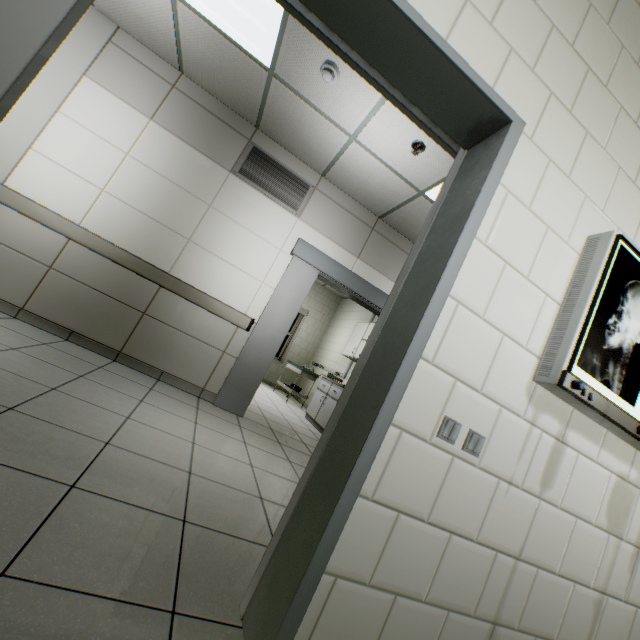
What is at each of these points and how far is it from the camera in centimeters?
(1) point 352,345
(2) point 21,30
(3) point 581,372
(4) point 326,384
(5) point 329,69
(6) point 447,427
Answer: (1) cabinet, 663cm
(2) doorway, 93cm
(3) negatoscope, 125cm
(4) laboratory table, 638cm
(5) fire alarm, 274cm
(6) switch, 114cm

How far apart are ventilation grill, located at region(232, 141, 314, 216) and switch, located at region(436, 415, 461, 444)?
3.67m

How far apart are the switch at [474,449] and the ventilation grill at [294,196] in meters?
3.7

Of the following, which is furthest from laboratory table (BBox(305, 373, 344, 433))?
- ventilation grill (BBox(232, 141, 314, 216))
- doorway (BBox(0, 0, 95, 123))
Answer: doorway (BBox(0, 0, 95, 123))

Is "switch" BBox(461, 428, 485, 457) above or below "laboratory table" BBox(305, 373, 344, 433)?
above

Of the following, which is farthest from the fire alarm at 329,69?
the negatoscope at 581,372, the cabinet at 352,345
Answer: the cabinet at 352,345

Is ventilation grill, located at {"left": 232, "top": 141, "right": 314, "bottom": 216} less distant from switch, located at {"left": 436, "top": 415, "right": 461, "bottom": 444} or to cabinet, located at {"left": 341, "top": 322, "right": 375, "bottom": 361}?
cabinet, located at {"left": 341, "top": 322, "right": 375, "bottom": 361}

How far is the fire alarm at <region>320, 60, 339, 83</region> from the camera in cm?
272
